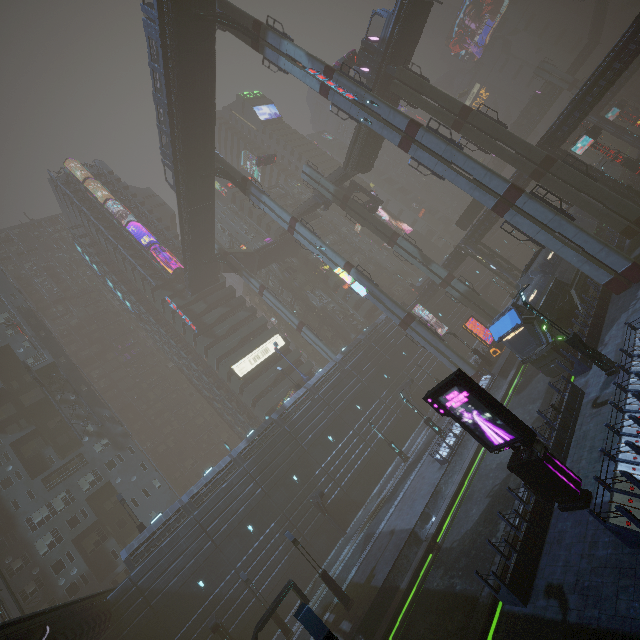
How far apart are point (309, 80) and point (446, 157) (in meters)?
14.38

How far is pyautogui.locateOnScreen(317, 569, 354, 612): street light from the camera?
19.36m

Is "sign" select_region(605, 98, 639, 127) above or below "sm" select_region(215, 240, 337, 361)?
below

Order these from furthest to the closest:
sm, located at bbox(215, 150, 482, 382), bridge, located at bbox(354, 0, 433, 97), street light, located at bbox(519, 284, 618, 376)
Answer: sm, located at bbox(215, 150, 482, 382), bridge, located at bbox(354, 0, 433, 97), street light, located at bbox(519, 284, 618, 376)

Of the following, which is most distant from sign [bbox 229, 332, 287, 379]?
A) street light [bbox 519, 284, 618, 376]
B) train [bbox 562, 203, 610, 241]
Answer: street light [bbox 519, 284, 618, 376]

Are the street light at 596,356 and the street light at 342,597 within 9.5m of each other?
no

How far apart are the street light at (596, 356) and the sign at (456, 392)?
6.8m

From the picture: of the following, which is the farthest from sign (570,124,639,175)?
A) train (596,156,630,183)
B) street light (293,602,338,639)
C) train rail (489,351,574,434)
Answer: street light (293,602,338,639)
